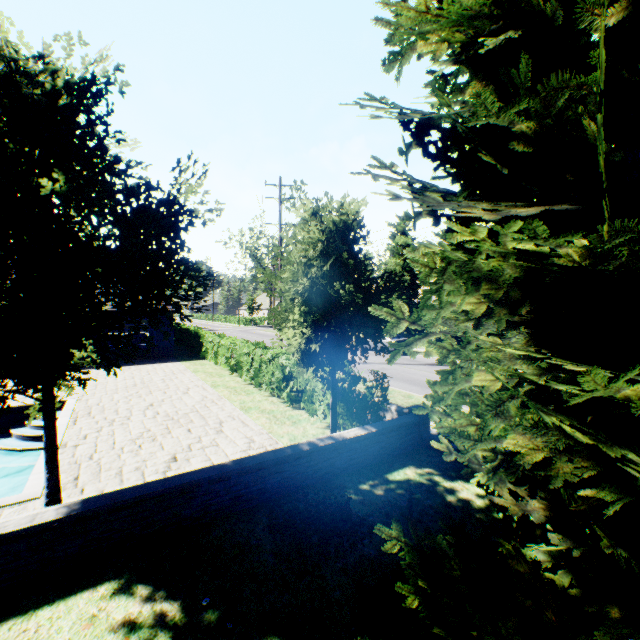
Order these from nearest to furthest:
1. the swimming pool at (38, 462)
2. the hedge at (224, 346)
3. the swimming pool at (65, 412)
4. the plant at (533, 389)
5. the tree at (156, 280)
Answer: the plant at (533, 389) → the tree at (156, 280) → the swimming pool at (38, 462) → the swimming pool at (65, 412) → the hedge at (224, 346)

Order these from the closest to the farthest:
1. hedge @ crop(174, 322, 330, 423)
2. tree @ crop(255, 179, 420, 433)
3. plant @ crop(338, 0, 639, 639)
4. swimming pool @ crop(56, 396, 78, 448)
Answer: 1. plant @ crop(338, 0, 639, 639)
2. tree @ crop(255, 179, 420, 433)
3. swimming pool @ crop(56, 396, 78, 448)
4. hedge @ crop(174, 322, 330, 423)

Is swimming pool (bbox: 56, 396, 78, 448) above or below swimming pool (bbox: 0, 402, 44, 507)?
above

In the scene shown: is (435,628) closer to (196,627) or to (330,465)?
(196,627)

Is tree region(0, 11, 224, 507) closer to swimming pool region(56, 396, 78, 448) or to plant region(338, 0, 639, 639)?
swimming pool region(56, 396, 78, 448)

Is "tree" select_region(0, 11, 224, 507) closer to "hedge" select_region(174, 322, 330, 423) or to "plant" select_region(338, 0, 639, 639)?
"plant" select_region(338, 0, 639, 639)

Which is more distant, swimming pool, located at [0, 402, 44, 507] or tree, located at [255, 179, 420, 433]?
tree, located at [255, 179, 420, 433]

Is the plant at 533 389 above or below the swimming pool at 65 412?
above
